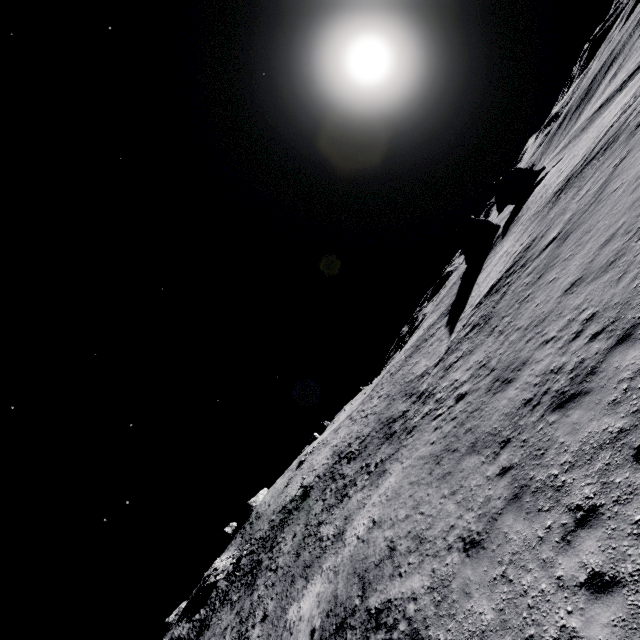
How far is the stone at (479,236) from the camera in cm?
5034

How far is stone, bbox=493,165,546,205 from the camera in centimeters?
5378cm

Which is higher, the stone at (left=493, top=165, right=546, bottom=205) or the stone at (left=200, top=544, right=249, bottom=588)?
the stone at (left=200, top=544, right=249, bottom=588)

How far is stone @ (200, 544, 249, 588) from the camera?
46.4 meters

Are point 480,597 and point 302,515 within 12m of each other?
no

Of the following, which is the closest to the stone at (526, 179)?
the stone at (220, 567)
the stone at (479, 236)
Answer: the stone at (479, 236)

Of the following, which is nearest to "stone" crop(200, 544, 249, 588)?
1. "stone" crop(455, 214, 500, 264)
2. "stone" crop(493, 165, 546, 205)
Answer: "stone" crop(455, 214, 500, 264)

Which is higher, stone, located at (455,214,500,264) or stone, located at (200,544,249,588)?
stone, located at (200,544,249,588)
